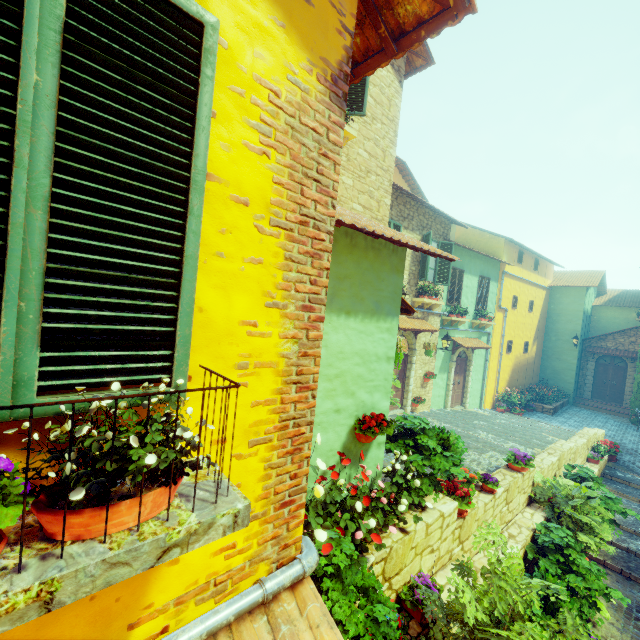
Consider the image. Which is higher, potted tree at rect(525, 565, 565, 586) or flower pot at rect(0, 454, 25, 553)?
flower pot at rect(0, 454, 25, 553)

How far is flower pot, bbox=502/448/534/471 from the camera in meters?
7.0

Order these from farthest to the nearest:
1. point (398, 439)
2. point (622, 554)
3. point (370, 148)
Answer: point (622, 554) < point (370, 148) < point (398, 439)

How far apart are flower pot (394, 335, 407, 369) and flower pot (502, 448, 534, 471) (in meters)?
3.96

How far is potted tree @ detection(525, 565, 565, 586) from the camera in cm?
561

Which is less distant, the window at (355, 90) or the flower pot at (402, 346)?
the flower pot at (402, 346)

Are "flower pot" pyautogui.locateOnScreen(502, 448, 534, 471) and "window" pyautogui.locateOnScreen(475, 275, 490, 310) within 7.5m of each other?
no

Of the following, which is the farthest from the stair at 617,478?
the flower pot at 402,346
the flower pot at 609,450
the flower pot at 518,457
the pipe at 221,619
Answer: the flower pot at 402,346
